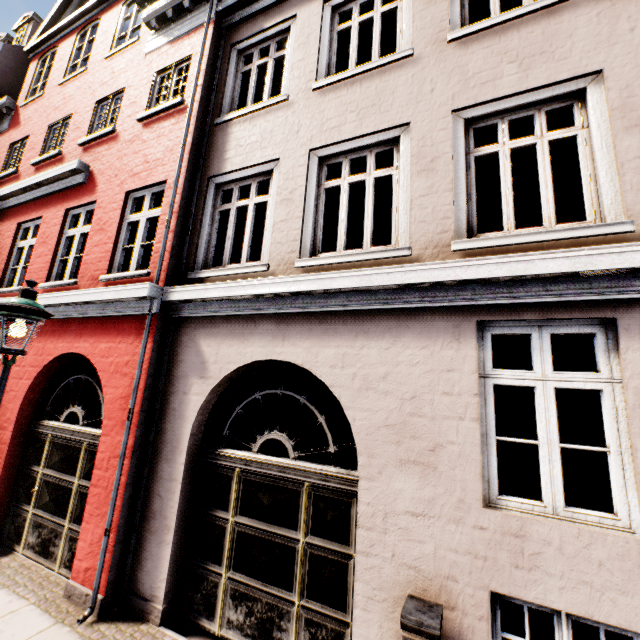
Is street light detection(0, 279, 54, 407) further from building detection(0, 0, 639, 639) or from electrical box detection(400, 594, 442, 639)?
electrical box detection(400, 594, 442, 639)

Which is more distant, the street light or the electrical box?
the street light

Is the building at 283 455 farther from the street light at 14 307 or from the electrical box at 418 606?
A: the street light at 14 307

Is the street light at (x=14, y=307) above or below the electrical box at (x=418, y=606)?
above

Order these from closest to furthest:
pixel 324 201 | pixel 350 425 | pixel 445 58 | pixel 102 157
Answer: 1. pixel 445 58
2. pixel 102 157
3. pixel 350 425
4. pixel 324 201

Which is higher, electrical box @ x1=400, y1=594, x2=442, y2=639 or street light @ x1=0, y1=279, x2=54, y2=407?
street light @ x1=0, y1=279, x2=54, y2=407
